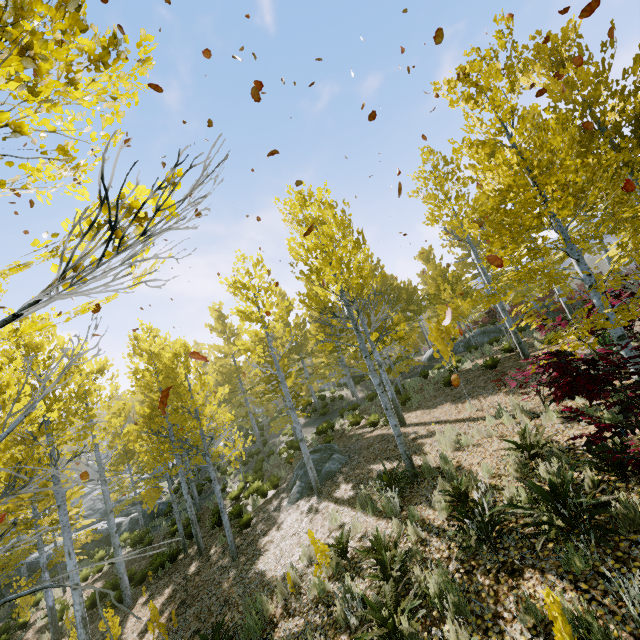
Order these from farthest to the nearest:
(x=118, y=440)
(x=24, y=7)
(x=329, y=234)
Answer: (x=118, y=440) → (x=329, y=234) → (x=24, y=7)

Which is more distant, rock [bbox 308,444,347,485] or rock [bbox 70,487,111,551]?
rock [bbox 70,487,111,551]

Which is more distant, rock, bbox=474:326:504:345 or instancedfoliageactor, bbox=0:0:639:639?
rock, bbox=474:326:504:345

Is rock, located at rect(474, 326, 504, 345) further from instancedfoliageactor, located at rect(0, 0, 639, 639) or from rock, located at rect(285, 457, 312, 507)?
rock, located at rect(285, 457, 312, 507)

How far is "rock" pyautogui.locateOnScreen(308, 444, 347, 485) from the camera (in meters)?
11.33

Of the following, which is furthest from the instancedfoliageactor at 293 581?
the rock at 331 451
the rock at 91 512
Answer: the rock at 331 451

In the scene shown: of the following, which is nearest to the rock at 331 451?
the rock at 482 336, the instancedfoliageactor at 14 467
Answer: the instancedfoliageactor at 14 467

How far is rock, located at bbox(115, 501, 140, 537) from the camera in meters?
20.2 m
